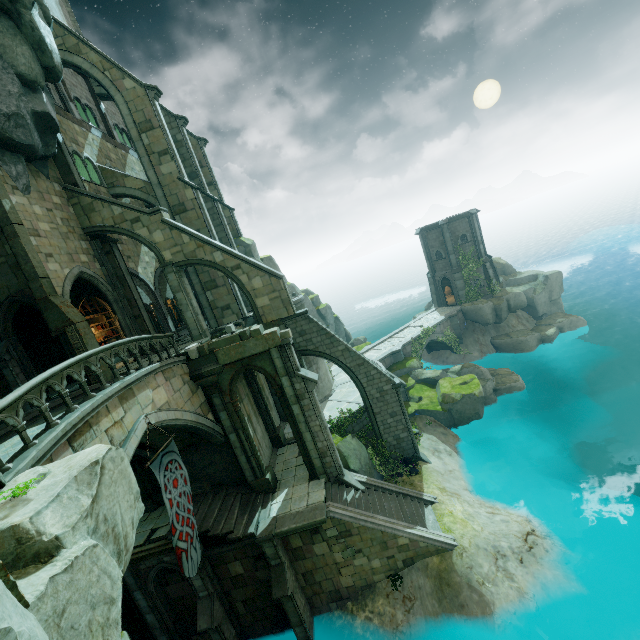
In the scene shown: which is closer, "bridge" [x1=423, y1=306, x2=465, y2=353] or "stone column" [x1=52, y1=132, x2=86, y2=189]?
"stone column" [x1=52, y1=132, x2=86, y2=189]

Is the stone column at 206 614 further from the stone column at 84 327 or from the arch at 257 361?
the stone column at 84 327

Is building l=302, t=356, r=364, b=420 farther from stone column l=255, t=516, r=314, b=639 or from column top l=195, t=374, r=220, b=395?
column top l=195, t=374, r=220, b=395

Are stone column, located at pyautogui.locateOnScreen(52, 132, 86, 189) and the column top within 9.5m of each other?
no

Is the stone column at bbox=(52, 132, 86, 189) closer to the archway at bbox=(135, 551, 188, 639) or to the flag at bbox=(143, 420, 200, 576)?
the flag at bbox=(143, 420, 200, 576)

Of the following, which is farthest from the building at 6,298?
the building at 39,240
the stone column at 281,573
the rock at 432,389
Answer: the rock at 432,389

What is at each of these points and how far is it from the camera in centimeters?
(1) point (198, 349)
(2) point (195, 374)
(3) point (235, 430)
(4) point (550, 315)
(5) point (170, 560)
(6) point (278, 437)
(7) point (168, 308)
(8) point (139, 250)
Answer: (1) brick, 1442cm
(2) wall trim, 1470cm
(3) stone column, 1534cm
(4) rock, 3559cm
(5) archway, 1366cm
(6) stone column, 1970cm
(7) archway, 2366cm
(8) building, 2253cm

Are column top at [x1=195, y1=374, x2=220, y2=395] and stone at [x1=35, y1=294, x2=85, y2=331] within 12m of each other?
yes
